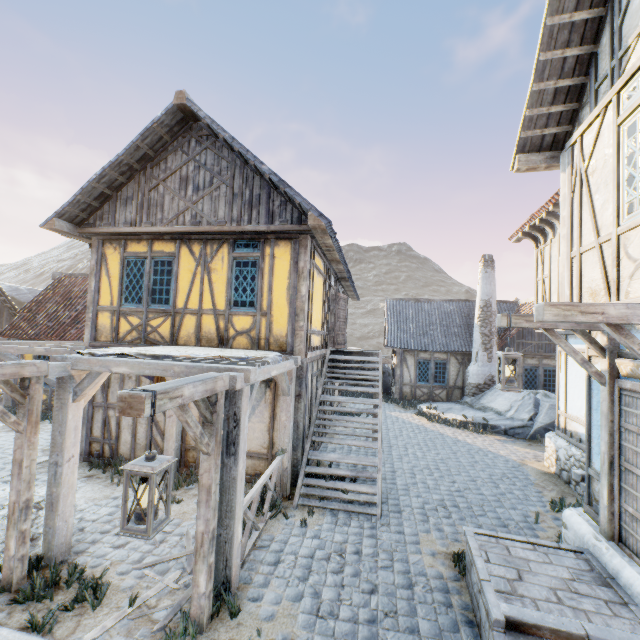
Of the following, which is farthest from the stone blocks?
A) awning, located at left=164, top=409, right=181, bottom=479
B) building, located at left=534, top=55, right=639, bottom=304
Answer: awning, located at left=164, top=409, right=181, bottom=479

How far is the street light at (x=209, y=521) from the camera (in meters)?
2.51

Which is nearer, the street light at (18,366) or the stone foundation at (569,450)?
the street light at (18,366)

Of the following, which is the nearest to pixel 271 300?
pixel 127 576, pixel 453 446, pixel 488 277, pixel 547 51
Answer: pixel 127 576

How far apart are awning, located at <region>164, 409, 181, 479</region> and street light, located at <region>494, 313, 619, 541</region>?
6.3m

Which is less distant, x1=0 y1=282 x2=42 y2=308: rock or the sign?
the sign

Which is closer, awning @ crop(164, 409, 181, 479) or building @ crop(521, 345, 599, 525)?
building @ crop(521, 345, 599, 525)

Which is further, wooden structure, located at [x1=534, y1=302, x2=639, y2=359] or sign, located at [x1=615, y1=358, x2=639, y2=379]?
sign, located at [x1=615, y1=358, x2=639, y2=379]
